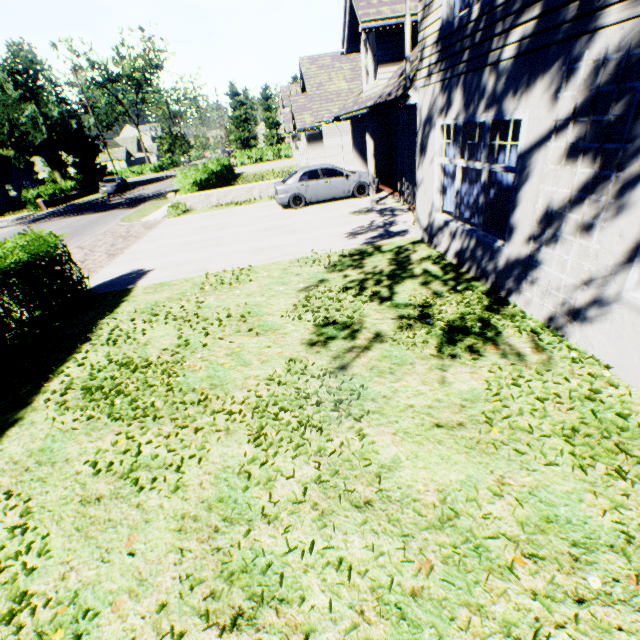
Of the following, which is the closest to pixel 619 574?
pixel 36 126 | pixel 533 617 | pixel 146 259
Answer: pixel 533 617

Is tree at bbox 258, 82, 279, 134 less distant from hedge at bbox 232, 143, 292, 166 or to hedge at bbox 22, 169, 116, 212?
hedge at bbox 22, 169, 116, 212

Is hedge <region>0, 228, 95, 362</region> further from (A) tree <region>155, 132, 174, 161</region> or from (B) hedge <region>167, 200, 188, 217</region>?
(B) hedge <region>167, 200, 188, 217</region>

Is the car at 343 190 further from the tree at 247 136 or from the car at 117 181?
the car at 117 181

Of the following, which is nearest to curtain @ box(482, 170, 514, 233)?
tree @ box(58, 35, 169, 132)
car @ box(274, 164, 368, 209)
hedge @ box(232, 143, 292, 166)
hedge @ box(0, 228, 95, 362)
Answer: car @ box(274, 164, 368, 209)

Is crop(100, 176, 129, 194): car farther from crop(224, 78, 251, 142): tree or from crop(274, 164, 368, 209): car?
crop(274, 164, 368, 209): car

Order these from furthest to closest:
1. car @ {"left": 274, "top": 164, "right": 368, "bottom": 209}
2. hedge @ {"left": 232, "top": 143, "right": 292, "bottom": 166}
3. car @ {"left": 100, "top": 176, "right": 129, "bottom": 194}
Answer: hedge @ {"left": 232, "top": 143, "right": 292, "bottom": 166}
car @ {"left": 100, "top": 176, "right": 129, "bottom": 194}
car @ {"left": 274, "top": 164, "right": 368, "bottom": 209}

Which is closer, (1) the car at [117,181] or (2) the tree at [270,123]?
(1) the car at [117,181]
